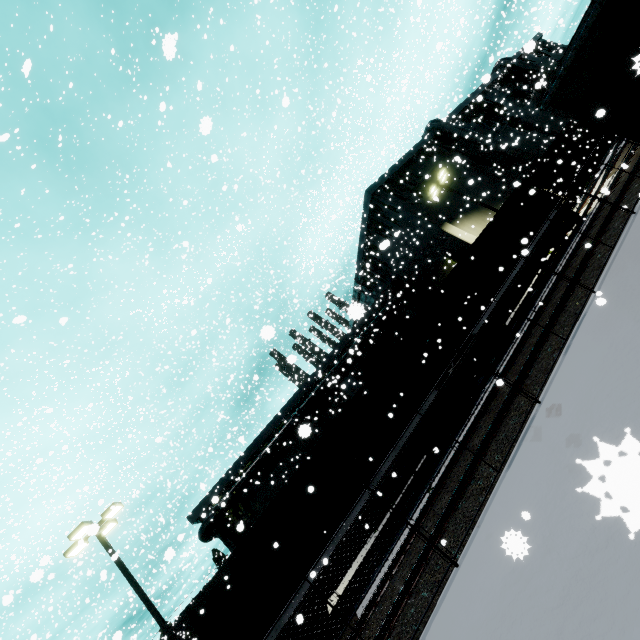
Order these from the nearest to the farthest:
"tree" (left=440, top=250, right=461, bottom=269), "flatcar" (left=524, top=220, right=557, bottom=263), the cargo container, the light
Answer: the cargo container
the light
"flatcar" (left=524, top=220, right=557, bottom=263)
"tree" (left=440, top=250, right=461, bottom=269)

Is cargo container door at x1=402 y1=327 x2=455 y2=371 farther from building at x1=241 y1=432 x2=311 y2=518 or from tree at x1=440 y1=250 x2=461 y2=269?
tree at x1=440 y1=250 x2=461 y2=269

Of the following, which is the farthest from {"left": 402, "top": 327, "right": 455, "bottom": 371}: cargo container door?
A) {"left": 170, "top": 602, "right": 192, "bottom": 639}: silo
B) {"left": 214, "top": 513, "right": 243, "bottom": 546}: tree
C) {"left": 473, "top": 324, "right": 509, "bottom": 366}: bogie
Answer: {"left": 170, "top": 602, "right": 192, "bottom": 639}: silo

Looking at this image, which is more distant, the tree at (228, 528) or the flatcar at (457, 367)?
the tree at (228, 528)

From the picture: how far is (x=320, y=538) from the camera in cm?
1105

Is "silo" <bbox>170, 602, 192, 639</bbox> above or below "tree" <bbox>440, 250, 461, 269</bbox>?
above

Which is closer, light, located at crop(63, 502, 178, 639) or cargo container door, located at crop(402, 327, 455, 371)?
light, located at crop(63, 502, 178, 639)

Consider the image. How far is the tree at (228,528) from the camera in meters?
25.4
